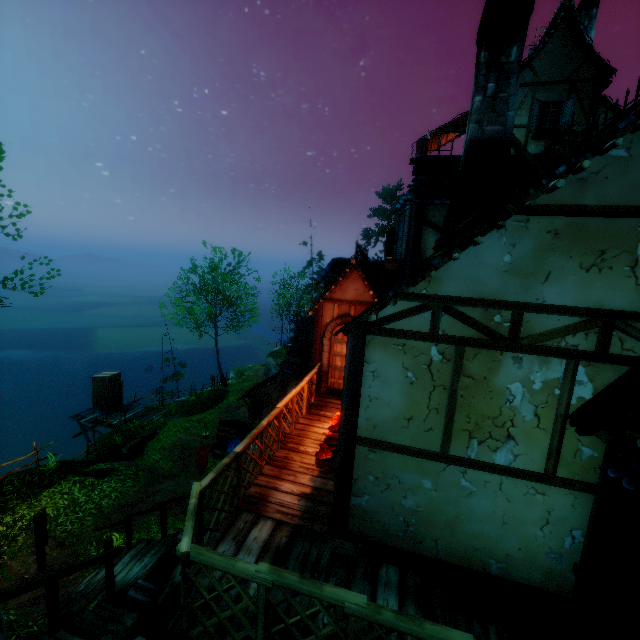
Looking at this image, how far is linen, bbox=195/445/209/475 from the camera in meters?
11.4 m

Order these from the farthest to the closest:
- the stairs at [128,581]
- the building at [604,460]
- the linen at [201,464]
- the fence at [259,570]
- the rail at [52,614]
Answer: the linen at [201,464]
the stairs at [128,581]
the rail at [52,614]
the building at [604,460]
the fence at [259,570]

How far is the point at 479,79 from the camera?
4.1m

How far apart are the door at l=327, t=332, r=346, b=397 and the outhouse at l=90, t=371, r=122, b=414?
18.1m

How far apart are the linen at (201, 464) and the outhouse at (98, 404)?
13.5m

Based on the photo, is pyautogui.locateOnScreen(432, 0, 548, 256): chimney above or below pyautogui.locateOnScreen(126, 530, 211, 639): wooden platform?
above

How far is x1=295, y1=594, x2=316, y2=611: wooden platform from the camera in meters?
3.7 m

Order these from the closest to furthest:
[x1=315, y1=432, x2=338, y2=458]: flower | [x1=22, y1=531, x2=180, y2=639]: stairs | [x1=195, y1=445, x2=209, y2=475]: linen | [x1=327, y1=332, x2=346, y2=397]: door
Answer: [x1=22, y1=531, x2=180, y2=639]: stairs
[x1=315, y1=432, x2=338, y2=458]: flower
[x1=327, y1=332, x2=346, y2=397]: door
[x1=195, y1=445, x2=209, y2=475]: linen
